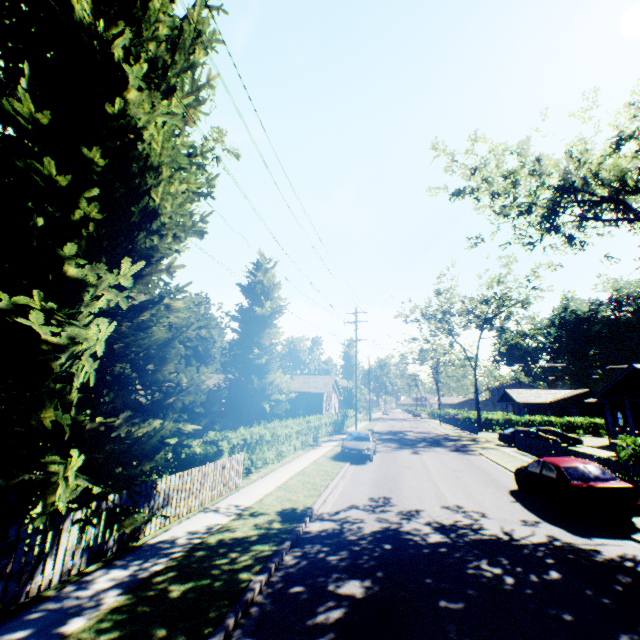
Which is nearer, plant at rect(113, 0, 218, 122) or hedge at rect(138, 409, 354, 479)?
plant at rect(113, 0, 218, 122)

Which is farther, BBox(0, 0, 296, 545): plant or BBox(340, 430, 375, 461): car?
BBox(340, 430, 375, 461): car

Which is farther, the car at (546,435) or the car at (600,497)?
the car at (546,435)

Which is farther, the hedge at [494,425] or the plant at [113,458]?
the hedge at [494,425]

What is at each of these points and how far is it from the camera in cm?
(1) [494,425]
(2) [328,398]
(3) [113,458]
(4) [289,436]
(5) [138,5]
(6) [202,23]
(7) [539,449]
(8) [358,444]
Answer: (1) hedge, 4650
(2) house, 3931
(3) plant, 532
(4) hedge, 2027
(5) plant, 700
(6) plant, 768
(7) fence, 2220
(8) car, 1939

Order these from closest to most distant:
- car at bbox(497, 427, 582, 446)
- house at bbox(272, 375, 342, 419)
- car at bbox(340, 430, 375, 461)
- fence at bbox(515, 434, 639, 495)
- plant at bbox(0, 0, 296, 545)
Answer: plant at bbox(0, 0, 296, 545) → fence at bbox(515, 434, 639, 495) → car at bbox(340, 430, 375, 461) → car at bbox(497, 427, 582, 446) → house at bbox(272, 375, 342, 419)

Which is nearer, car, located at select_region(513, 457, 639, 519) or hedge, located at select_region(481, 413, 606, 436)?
car, located at select_region(513, 457, 639, 519)

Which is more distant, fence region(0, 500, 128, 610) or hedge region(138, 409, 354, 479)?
hedge region(138, 409, 354, 479)
